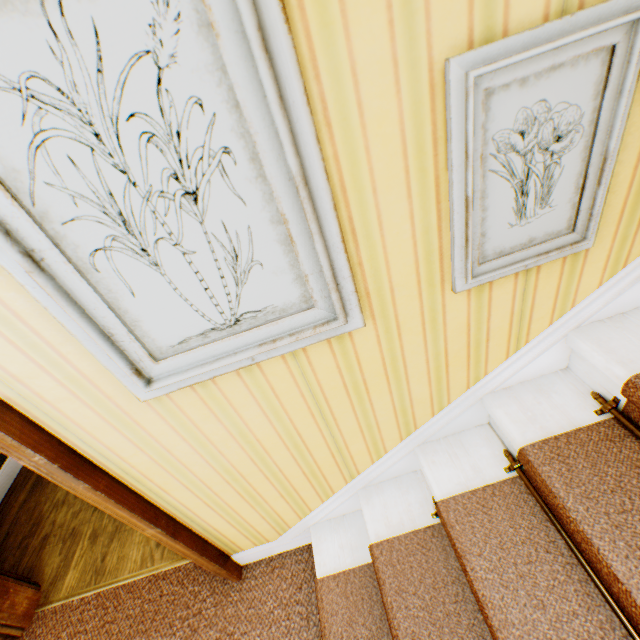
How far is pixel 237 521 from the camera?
1.7 meters
